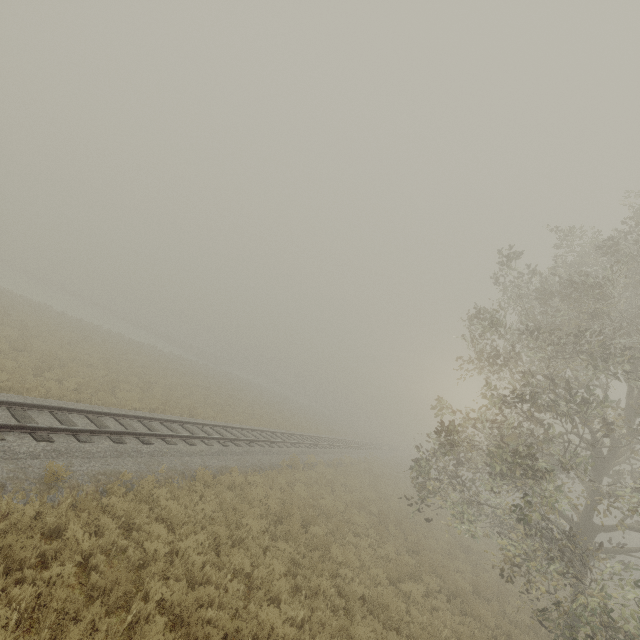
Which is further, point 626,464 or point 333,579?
point 626,464
